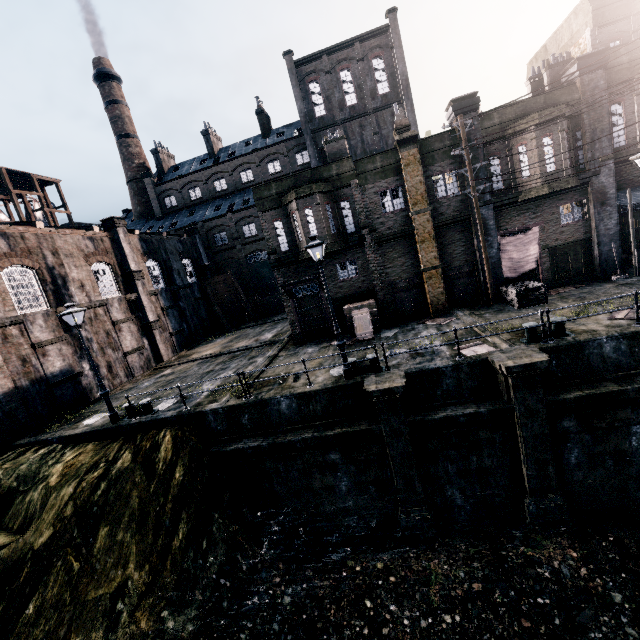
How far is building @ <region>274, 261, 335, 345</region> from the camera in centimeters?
2093cm

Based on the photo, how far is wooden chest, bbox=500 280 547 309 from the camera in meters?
16.6 m

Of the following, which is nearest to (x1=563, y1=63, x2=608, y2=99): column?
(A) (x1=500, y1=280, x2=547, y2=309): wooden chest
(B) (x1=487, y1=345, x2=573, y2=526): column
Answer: (A) (x1=500, y1=280, x2=547, y2=309): wooden chest

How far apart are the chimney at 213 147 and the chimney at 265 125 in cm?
754

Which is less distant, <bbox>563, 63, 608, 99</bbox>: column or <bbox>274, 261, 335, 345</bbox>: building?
<bbox>563, 63, 608, 99</bbox>: column

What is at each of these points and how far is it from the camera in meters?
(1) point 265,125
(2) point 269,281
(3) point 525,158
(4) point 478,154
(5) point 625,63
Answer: (1) chimney, 49.4 m
(2) door, 46.2 m
(3) building, 17.3 m
(4) column, 17.8 m
(5) building, 16.8 m

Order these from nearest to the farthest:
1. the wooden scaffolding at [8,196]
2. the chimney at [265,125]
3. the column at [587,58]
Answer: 1. the column at [587,58]
2. the wooden scaffolding at [8,196]
3. the chimney at [265,125]

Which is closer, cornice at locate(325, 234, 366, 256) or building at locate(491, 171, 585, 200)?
building at locate(491, 171, 585, 200)
